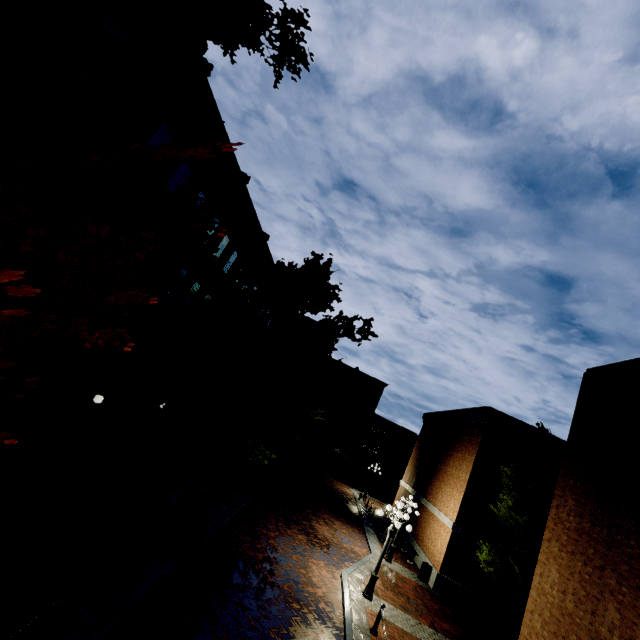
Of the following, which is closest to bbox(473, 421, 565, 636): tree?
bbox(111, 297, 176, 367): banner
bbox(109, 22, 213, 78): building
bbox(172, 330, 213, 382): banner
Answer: bbox(109, 22, 213, 78): building

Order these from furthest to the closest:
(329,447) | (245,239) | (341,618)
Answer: (329,447) → (245,239) → (341,618)

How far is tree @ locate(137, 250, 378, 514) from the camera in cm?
966

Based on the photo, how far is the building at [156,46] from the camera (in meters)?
8.27

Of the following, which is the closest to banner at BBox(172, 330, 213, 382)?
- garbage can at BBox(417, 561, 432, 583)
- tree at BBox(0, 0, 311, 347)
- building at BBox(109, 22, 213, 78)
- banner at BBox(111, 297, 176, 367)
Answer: building at BBox(109, 22, 213, 78)

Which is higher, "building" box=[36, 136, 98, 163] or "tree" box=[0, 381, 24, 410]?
"building" box=[36, 136, 98, 163]

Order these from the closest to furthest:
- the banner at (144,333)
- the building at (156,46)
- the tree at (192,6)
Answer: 1. the tree at (192,6)
2. the building at (156,46)
3. the banner at (144,333)
